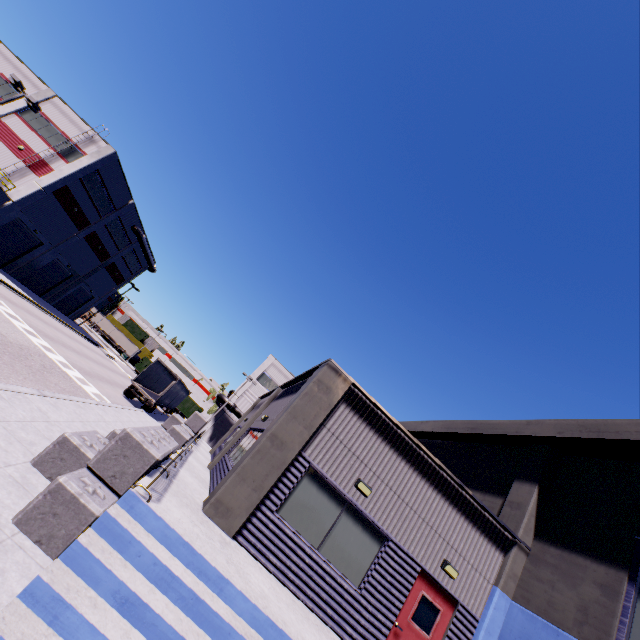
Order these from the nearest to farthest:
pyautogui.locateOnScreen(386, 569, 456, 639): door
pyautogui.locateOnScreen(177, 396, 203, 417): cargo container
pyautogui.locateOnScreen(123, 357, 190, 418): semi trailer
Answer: pyautogui.locateOnScreen(386, 569, 456, 639): door
pyautogui.locateOnScreen(123, 357, 190, 418): semi trailer
pyautogui.locateOnScreen(177, 396, 203, 417): cargo container

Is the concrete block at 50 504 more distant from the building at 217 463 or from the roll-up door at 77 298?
the roll-up door at 77 298

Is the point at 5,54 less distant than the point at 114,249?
Yes

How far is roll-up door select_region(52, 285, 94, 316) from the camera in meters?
43.8

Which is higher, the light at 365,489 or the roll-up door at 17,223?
the light at 365,489

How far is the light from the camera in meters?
8.9 m

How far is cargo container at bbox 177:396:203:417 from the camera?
45.1m

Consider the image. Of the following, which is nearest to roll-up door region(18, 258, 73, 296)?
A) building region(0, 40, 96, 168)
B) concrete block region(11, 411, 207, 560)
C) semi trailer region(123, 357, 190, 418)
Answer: building region(0, 40, 96, 168)
